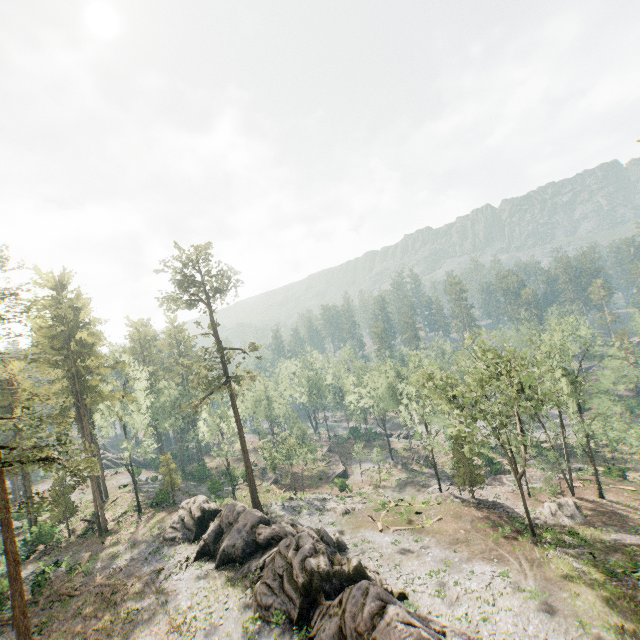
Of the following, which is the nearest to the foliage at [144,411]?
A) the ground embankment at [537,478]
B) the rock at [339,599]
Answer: the rock at [339,599]

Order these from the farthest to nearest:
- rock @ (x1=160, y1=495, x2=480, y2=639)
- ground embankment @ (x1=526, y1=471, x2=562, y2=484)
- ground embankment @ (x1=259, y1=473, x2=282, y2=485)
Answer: ground embankment @ (x1=259, y1=473, x2=282, y2=485) < ground embankment @ (x1=526, y1=471, x2=562, y2=484) < rock @ (x1=160, y1=495, x2=480, y2=639)

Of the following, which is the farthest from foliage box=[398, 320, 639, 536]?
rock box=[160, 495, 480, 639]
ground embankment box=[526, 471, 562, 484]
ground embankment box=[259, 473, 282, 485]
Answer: ground embankment box=[259, 473, 282, 485]

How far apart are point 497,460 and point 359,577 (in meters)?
42.92

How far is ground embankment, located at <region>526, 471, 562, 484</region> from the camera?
42.8 meters

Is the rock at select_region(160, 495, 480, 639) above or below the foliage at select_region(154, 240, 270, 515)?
below

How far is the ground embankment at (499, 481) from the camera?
44.2m
